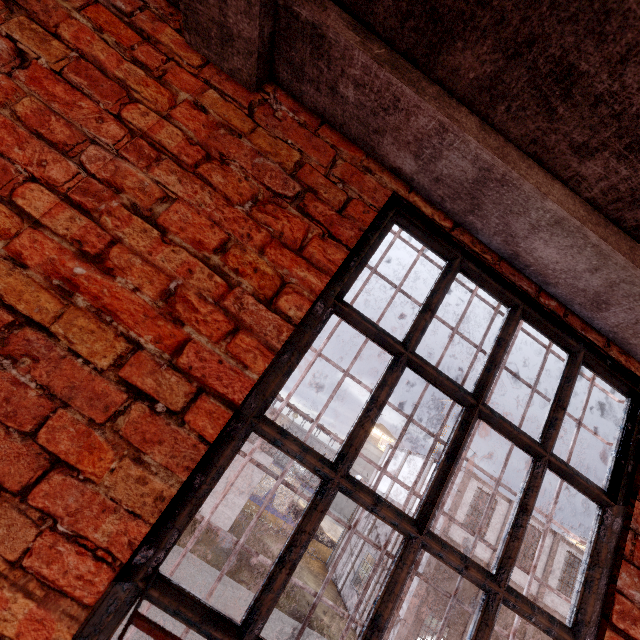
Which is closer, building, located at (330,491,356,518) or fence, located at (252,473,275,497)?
fence, located at (252,473,275,497)

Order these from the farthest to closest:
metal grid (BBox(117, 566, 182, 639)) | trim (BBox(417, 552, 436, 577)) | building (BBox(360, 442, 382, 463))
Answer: building (BBox(360, 442, 382, 463)), trim (BBox(417, 552, 436, 577)), metal grid (BBox(117, 566, 182, 639))

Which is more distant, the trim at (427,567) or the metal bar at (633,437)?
the trim at (427,567)

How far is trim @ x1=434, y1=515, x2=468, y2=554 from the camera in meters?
15.3 m

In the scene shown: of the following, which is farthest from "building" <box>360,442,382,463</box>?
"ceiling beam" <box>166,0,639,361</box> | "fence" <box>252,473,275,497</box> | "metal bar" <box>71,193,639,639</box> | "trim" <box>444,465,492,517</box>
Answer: "metal bar" <box>71,193,639,639</box>

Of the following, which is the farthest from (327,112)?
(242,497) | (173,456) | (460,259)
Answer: (242,497)

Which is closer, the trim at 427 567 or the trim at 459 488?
the trim at 427 567

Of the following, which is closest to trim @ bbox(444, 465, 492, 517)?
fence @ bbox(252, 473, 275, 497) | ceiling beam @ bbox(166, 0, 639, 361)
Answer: fence @ bbox(252, 473, 275, 497)
